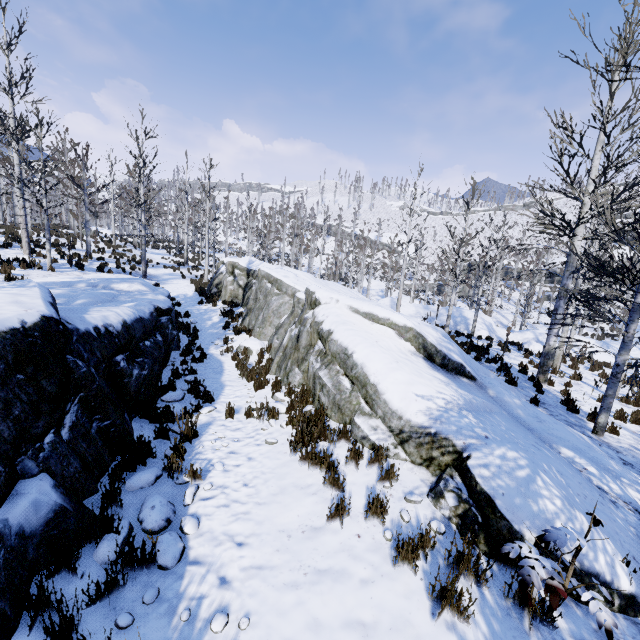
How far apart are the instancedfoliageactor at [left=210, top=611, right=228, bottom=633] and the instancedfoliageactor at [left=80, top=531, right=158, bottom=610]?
0.85m

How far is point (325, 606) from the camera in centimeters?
280cm

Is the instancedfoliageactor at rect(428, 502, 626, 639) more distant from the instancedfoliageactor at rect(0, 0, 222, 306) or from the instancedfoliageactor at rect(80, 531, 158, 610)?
the instancedfoliageactor at rect(0, 0, 222, 306)

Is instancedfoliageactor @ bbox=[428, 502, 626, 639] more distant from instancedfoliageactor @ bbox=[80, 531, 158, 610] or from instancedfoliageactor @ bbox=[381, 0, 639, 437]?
instancedfoliageactor @ bbox=[381, 0, 639, 437]

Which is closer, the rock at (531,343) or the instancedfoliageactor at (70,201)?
the instancedfoliageactor at (70,201)

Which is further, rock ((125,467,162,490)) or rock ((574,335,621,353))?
rock ((574,335,621,353))

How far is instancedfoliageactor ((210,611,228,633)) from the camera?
2.60m

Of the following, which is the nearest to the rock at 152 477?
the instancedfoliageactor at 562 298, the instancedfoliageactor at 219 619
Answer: the instancedfoliageactor at 562 298
